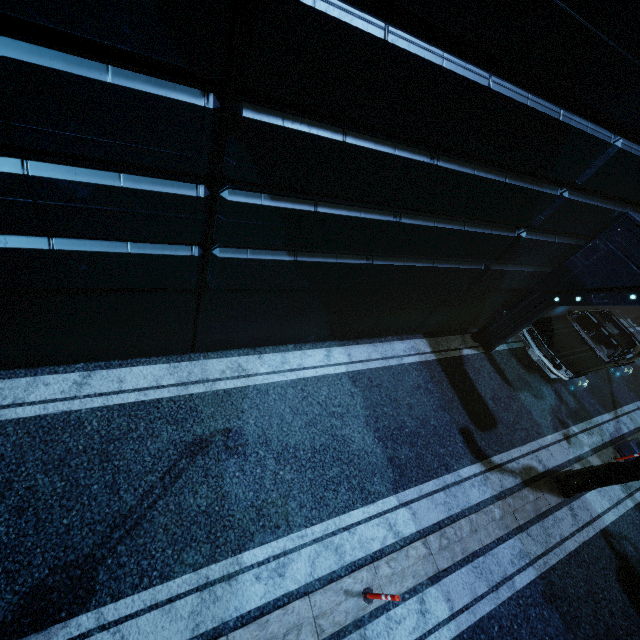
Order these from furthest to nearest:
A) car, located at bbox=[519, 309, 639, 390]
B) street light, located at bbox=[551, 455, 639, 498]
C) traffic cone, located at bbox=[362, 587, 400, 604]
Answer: car, located at bbox=[519, 309, 639, 390]
street light, located at bbox=[551, 455, 639, 498]
traffic cone, located at bbox=[362, 587, 400, 604]

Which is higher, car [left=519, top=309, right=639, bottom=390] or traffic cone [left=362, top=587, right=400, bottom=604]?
car [left=519, top=309, right=639, bottom=390]

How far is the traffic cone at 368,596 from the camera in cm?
464

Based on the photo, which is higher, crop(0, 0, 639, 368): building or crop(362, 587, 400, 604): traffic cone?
crop(0, 0, 639, 368): building

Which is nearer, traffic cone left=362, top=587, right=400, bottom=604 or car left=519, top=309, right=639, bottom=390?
traffic cone left=362, top=587, right=400, bottom=604

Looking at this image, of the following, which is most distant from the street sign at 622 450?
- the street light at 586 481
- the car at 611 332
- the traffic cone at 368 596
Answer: the traffic cone at 368 596

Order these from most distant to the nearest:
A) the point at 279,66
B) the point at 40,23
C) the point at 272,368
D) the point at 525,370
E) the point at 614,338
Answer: the point at 525,370, the point at 614,338, the point at 272,368, the point at 279,66, the point at 40,23

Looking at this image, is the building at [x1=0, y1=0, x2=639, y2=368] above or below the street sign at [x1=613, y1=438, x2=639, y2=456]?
above
